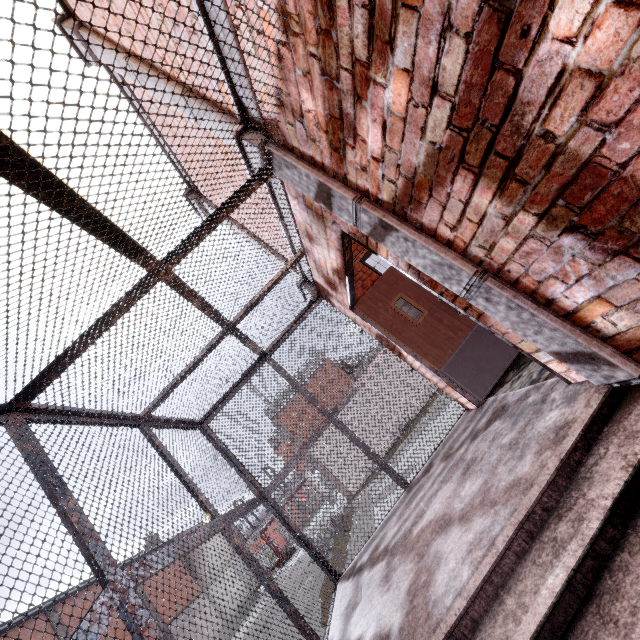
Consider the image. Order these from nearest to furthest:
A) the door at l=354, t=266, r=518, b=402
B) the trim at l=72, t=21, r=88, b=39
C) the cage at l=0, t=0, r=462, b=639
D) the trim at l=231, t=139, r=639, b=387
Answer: the cage at l=0, t=0, r=462, b=639, the trim at l=231, t=139, r=639, b=387, the trim at l=72, t=21, r=88, b=39, the door at l=354, t=266, r=518, b=402

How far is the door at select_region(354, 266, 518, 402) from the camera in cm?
434

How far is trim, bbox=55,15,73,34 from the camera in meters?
3.6 m

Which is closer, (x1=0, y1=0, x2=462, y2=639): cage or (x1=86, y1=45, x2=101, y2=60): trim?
(x1=0, y1=0, x2=462, y2=639): cage

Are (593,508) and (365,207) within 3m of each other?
yes

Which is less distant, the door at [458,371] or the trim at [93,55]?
the trim at [93,55]

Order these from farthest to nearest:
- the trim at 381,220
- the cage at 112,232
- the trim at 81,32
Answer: the trim at 81,32 < the trim at 381,220 < the cage at 112,232
